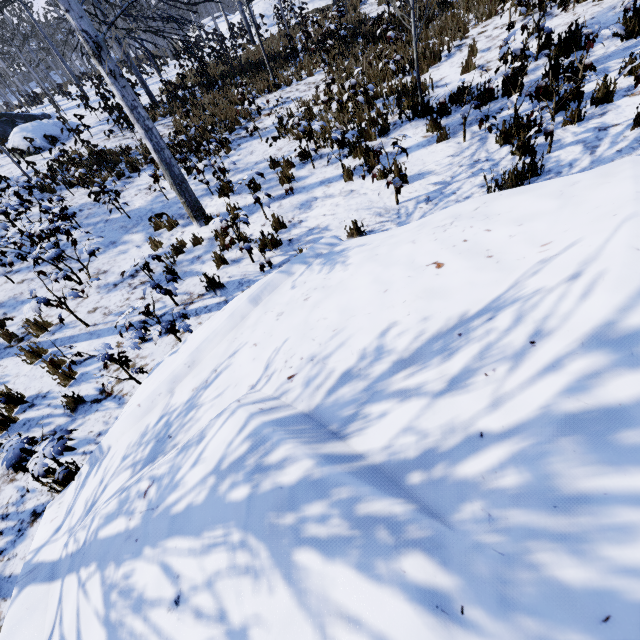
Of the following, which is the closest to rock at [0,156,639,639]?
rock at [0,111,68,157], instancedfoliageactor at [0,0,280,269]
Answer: instancedfoliageactor at [0,0,280,269]

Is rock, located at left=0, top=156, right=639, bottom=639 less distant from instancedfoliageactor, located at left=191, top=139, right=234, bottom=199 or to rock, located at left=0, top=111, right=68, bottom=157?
instancedfoliageactor, located at left=191, top=139, right=234, bottom=199

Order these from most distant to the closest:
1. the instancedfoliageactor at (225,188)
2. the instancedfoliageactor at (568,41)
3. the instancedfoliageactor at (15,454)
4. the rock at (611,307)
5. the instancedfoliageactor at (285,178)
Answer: the instancedfoliageactor at (225,188) → the instancedfoliageactor at (285,178) → the instancedfoliageactor at (568,41) → the instancedfoliageactor at (15,454) → the rock at (611,307)

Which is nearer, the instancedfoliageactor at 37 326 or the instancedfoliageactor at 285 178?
the instancedfoliageactor at 37 326

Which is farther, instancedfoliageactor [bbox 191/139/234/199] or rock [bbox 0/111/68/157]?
rock [bbox 0/111/68/157]

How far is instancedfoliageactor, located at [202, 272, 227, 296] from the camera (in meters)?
5.05

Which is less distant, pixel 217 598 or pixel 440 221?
pixel 217 598
